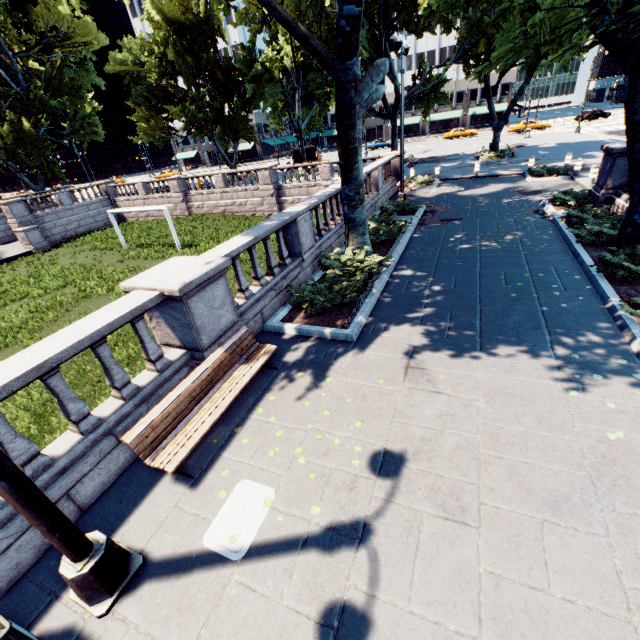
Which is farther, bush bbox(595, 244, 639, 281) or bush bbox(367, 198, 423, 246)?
bush bbox(367, 198, 423, 246)

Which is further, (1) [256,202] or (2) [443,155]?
(2) [443,155]

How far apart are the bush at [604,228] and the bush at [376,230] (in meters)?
5.27

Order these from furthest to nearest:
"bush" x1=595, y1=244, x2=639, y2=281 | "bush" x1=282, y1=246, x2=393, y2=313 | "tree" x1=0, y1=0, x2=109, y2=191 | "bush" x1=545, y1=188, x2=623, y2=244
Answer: "tree" x1=0, y1=0, x2=109, y2=191
"bush" x1=545, y1=188, x2=623, y2=244
"bush" x1=282, y1=246, x2=393, y2=313
"bush" x1=595, y1=244, x2=639, y2=281

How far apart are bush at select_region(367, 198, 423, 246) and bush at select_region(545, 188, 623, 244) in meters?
5.3 m

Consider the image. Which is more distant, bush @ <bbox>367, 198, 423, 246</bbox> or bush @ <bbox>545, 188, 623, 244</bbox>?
bush @ <bbox>367, 198, 423, 246</bbox>

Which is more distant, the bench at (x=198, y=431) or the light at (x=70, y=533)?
the bench at (x=198, y=431)

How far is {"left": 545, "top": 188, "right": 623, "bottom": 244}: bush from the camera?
9.69m
